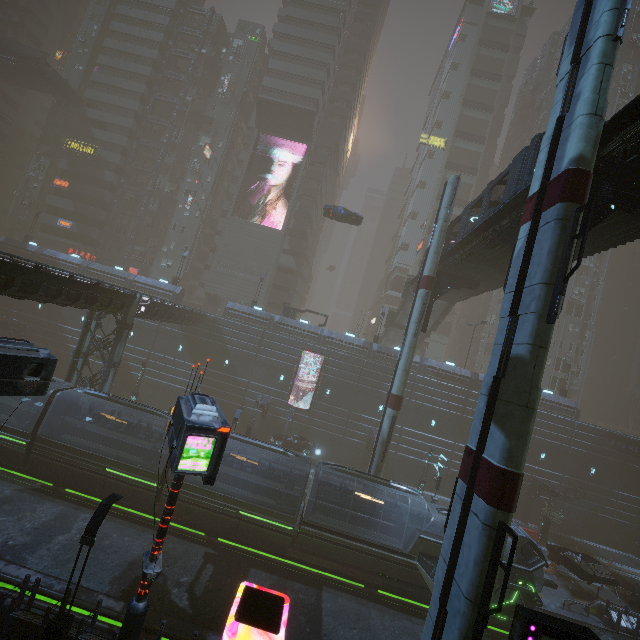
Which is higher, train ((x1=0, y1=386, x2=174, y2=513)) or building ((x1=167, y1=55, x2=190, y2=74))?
building ((x1=167, y1=55, x2=190, y2=74))

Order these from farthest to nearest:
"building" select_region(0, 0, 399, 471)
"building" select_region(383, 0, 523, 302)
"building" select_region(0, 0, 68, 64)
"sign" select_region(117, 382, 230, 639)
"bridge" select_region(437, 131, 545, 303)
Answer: "building" select_region(383, 0, 523, 302)
"building" select_region(0, 0, 68, 64)
"building" select_region(0, 0, 399, 471)
"bridge" select_region(437, 131, 545, 303)
"sign" select_region(117, 382, 230, 639)

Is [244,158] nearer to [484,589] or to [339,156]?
[339,156]

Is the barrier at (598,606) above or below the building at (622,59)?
below

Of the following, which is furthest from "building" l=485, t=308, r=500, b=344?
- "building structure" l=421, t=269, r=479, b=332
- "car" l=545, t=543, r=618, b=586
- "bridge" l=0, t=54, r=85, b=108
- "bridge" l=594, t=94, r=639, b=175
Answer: "building structure" l=421, t=269, r=479, b=332

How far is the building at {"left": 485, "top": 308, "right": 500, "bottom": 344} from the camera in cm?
5756

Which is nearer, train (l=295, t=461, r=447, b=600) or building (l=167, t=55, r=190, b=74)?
train (l=295, t=461, r=447, b=600)

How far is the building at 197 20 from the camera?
54.3m
